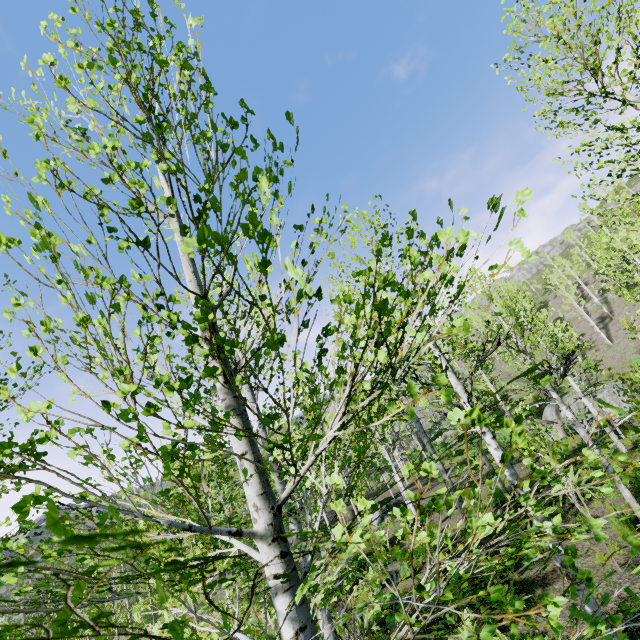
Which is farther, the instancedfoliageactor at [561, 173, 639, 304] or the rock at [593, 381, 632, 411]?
the rock at [593, 381, 632, 411]

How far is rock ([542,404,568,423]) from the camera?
23.7m

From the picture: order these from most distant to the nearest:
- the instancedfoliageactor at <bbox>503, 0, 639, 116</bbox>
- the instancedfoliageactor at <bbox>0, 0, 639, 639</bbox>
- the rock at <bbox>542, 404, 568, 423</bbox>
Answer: the rock at <bbox>542, 404, 568, 423</bbox>, the instancedfoliageactor at <bbox>503, 0, 639, 116</bbox>, the instancedfoliageactor at <bbox>0, 0, 639, 639</bbox>

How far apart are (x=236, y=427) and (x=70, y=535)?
0.6m

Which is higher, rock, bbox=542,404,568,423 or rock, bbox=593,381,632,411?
rock, bbox=542,404,568,423

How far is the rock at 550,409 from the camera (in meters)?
23.72

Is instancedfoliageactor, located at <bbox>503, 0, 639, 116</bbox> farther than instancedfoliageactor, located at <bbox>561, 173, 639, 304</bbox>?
No

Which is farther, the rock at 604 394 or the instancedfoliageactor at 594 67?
the rock at 604 394
